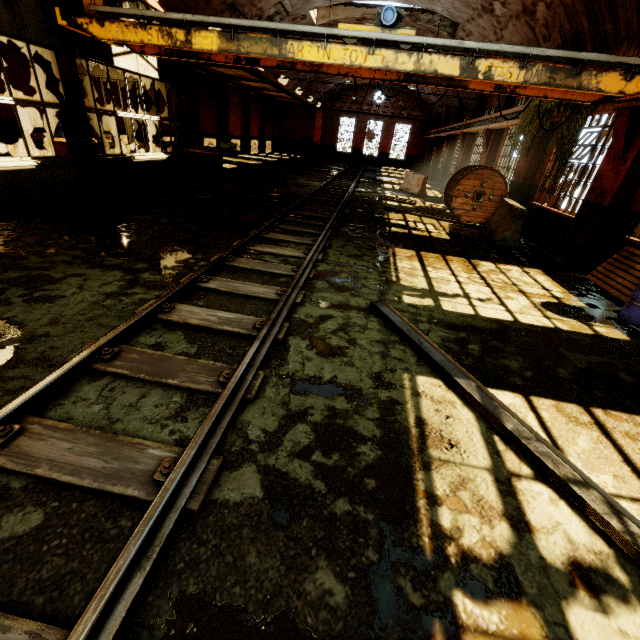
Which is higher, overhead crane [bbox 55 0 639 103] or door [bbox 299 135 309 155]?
overhead crane [bbox 55 0 639 103]

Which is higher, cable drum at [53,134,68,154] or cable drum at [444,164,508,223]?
cable drum at [53,134,68,154]

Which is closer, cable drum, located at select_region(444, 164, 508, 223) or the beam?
the beam

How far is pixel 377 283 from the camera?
5.7 meters

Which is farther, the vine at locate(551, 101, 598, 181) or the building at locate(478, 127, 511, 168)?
the building at locate(478, 127, 511, 168)

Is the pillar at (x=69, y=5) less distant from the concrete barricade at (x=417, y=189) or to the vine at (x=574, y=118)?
the vine at (x=574, y=118)

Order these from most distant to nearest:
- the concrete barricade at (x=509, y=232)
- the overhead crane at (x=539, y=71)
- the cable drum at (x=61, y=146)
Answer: the cable drum at (x=61, y=146)
the concrete barricade at (x=509, y=232)
the overhead crane at (x=539, y=71)

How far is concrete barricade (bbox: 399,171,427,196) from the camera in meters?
Result: 16.8
